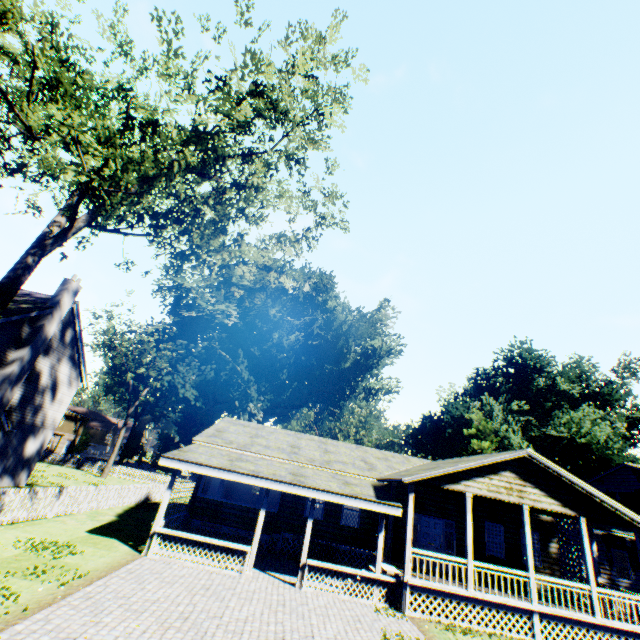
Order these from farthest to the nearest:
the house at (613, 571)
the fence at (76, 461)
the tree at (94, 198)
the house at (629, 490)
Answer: the fence at (76, 461) < the house at (629, 490) < the house at (613, 571) < the tree at (94, 198)

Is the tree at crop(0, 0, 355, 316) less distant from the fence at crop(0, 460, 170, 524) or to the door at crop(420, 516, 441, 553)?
the fence at crop(0, 460, 170, 524)

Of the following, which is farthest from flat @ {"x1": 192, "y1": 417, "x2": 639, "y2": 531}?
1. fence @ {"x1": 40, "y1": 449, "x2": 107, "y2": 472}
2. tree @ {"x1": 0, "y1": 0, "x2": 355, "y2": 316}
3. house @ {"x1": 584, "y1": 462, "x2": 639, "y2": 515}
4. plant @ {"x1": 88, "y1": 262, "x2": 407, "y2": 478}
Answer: tree @ {"x1": 0, "y1": 0, "x2": 355, "y2": 316}

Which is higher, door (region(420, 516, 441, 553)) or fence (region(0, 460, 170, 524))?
door (region(420, 516, 441, 553))

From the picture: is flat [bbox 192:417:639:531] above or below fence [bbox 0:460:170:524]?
above

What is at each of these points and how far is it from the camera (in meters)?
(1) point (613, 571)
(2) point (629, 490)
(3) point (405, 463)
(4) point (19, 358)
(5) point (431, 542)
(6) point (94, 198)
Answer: (1) house, 19.55
(2) house, 27.23
(3) flat, 21.50
(4) chimney, 18.05
(5) door, 16.20
(6) tree, 9.41

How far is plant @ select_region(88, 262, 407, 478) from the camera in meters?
39.9 m

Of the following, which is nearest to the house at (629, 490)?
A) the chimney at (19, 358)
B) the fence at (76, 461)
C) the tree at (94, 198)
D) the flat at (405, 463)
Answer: A: the fence at (76, 461)
